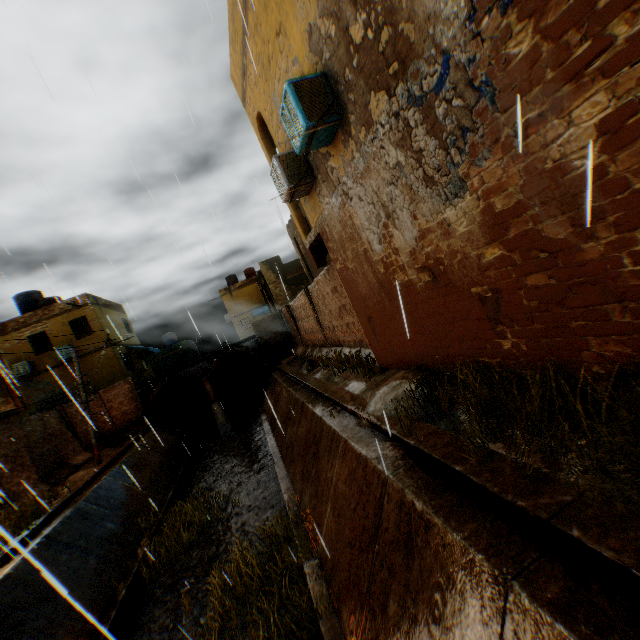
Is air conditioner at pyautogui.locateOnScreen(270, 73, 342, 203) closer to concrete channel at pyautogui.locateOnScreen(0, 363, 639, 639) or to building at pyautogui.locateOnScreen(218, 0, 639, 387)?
building at pyautogui.locateOnScreen(218, 0, 639, 387)

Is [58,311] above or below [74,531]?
above

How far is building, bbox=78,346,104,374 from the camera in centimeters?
2181cm

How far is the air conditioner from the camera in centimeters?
522cm

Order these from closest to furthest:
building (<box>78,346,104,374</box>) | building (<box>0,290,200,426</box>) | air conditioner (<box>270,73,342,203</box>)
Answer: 1. air conditioner (<box>270,73,342,203</box>)
2. building (<box>0,290,200,426</box>)
3. building (<box>78,346,104,374</box>)

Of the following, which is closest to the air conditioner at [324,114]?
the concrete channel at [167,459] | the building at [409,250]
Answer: the building at [409,250]

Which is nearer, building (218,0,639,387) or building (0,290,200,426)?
building (218,0,639,387)
